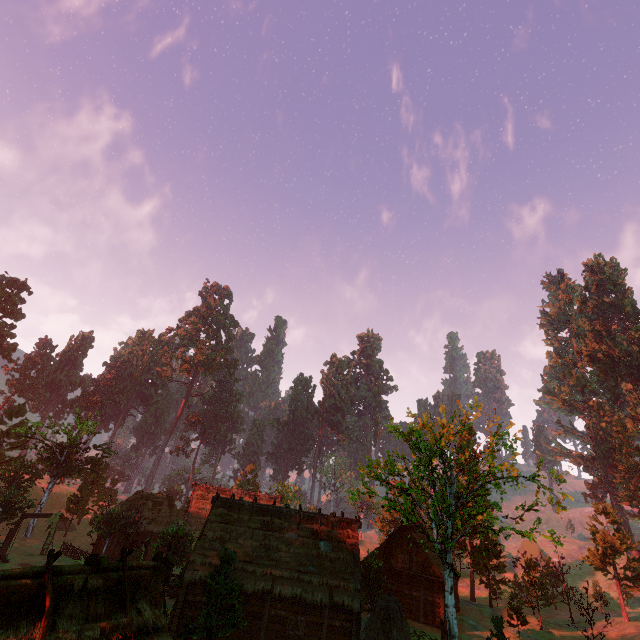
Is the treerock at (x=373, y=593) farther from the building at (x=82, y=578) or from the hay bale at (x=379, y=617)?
the hay bale at (x=379, y=617)

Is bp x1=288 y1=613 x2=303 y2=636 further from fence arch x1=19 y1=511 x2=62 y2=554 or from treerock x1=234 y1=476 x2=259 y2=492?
fence arch x1=19 y1=511 x2=62 y2=554

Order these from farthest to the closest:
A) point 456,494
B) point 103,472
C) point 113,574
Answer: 1. point 103,472
2. point 456,494
3. point 113,574

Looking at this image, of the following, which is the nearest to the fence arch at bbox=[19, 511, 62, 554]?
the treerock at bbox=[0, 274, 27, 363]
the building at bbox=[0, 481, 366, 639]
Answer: the building at bbox=[0, 481, 366, 639]

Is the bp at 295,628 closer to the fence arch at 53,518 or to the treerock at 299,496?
the treerock at 299,496

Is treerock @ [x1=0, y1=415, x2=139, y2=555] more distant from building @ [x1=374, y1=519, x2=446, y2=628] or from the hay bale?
the hay bale

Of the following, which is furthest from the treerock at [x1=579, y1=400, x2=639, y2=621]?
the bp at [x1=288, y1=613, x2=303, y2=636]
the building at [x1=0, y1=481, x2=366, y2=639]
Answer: the bp at [x1=288, y1=613, x2=303, y2=636]
